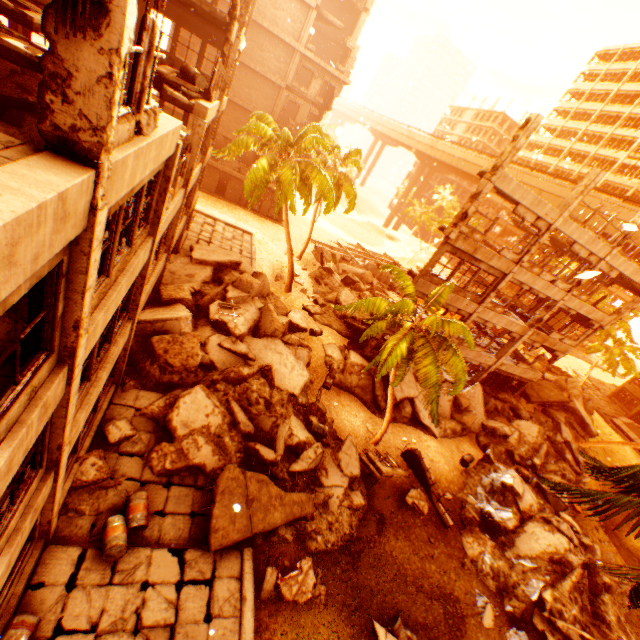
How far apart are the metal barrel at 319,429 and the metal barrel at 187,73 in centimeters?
1397cm

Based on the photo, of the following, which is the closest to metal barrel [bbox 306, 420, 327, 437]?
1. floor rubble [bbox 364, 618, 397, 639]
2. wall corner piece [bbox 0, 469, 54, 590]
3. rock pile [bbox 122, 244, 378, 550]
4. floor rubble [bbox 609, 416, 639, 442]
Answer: rock pile [bbox 122, 244, 378, 550]

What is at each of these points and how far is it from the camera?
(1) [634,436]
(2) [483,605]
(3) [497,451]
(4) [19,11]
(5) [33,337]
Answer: (1) floor rubble, 35.72m
(2) rock pile, 12.38m
(3) rock pile, 20.48m
(4) floor rubble, 9.55m
(5) pillar, 4.49m

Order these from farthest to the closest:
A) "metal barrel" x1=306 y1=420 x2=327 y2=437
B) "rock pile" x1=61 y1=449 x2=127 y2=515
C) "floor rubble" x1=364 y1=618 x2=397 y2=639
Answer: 1. "metal barrel" x1=306 y1=420 x2=327 y2=437
2. "floor rubble" x1=364 y1=618 x2=397 y2=639
3. "rock pile" x1=61 y1=449 x2=127 y2=515

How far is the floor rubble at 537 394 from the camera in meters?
26.7 m

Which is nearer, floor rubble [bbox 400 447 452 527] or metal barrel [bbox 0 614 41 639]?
metal barrel [bbox 0 614 41 639]

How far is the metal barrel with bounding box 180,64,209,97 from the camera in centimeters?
1162cm

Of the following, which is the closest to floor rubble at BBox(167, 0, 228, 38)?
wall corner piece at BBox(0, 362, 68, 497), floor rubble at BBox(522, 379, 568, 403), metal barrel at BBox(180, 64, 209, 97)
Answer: metal barrel at BBox(180, 64, 209, 97)
